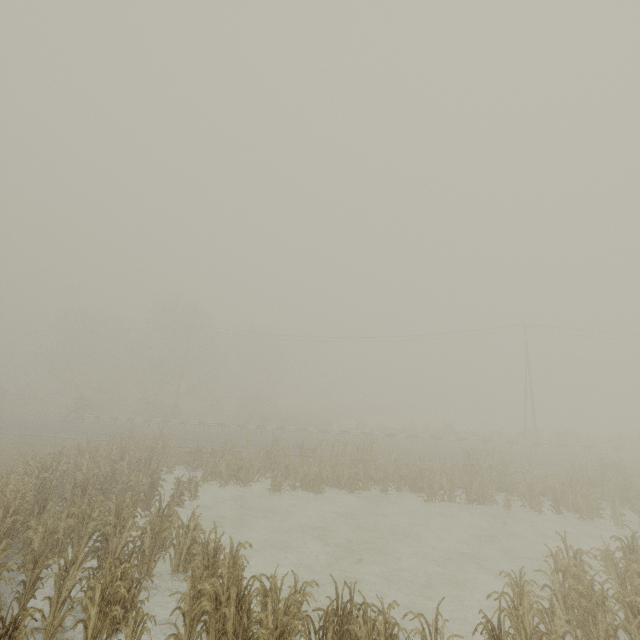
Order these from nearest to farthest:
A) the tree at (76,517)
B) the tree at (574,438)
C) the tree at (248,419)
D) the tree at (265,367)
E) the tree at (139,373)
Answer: the tree at (76,517)
the tree at (574,438)
the tree at (248,419)
the tree at (139,373)
the tree at (265,367)

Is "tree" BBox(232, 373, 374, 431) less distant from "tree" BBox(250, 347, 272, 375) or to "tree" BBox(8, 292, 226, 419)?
"tree" BBox(250, 347, 272, 375)

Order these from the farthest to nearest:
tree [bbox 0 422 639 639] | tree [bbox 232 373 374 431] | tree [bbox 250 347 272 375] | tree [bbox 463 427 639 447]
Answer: tree [bbox 250 347 272 375]
tree [bbox 232 373 374 431]
tree [bbox 463 427 639 447]
tree [bbox 0 422 639 639]

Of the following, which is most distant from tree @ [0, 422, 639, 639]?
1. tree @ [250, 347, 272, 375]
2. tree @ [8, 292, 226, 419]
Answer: tree @ [8, 292, 226, 419]

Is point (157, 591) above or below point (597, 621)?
below

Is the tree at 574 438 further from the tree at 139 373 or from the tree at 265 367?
the tree at 139 373
